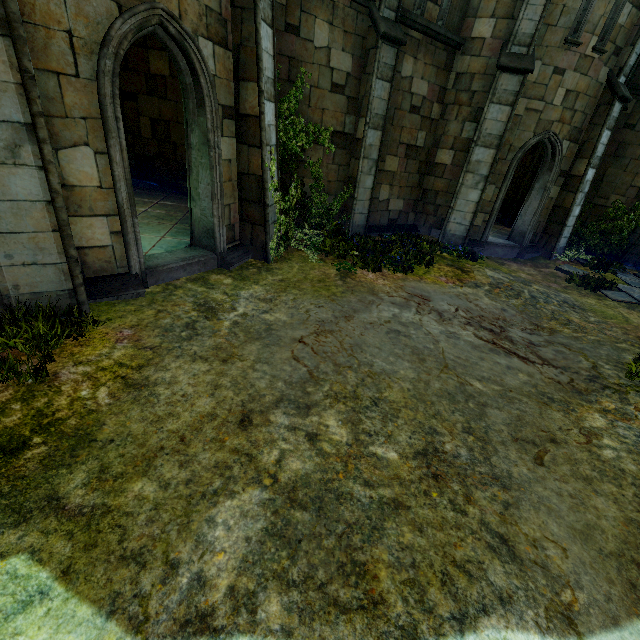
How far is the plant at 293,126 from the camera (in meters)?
7.89

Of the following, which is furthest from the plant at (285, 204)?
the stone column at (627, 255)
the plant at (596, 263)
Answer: the stone column at (627, 255)

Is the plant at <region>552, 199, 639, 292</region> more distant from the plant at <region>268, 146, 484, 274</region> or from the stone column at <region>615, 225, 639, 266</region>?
the plant at <region>268, 146, 484, 274</region>

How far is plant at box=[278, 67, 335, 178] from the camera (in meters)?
7.89

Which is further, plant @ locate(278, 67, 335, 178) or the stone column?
the stone column

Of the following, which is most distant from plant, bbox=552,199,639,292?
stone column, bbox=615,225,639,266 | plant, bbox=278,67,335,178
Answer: plant, bbox=278,67,335,178

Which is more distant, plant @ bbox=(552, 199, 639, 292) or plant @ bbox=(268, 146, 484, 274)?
plant @ bbox=(552, 199, 639, 292)

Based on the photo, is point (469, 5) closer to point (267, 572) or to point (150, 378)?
point (150, 378)
